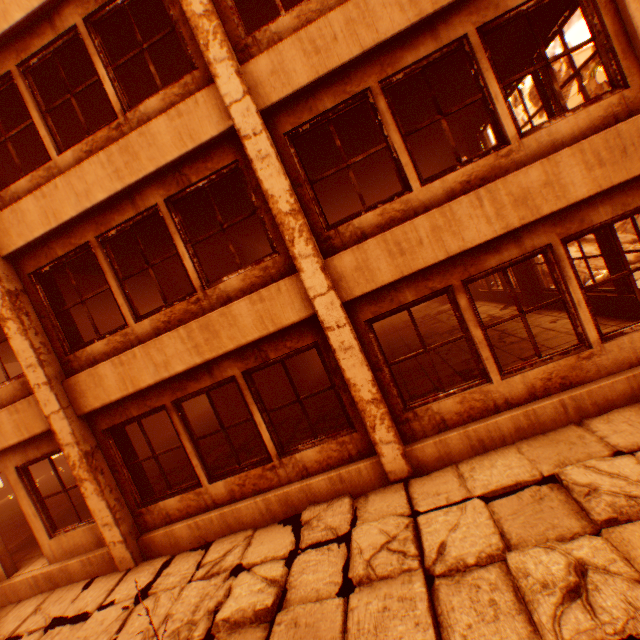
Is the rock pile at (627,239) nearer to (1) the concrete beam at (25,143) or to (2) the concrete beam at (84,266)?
(2) the concrete beam at (84,266)

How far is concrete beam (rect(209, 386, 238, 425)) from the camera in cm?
1005

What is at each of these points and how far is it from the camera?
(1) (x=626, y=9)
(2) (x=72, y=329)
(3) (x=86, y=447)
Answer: (1) pillar, 3.9m
(2) concrete beam, 6.2m
(3) pillar, 5.5m

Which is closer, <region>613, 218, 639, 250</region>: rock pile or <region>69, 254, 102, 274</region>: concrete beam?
<region>69, 254, 102, 274</region>: concrete beam

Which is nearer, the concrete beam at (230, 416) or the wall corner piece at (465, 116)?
the wall corner piece at (465, 116)

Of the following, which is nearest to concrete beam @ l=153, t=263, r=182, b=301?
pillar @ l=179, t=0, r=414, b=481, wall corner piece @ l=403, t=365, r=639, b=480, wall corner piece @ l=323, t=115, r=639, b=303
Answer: pillar @ l=179, t=0, r=414, b=481

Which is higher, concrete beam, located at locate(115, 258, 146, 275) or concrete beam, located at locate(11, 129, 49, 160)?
concrete beam, located at locate(11, 129, 49, 160)

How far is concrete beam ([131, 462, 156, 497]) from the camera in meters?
6.2
